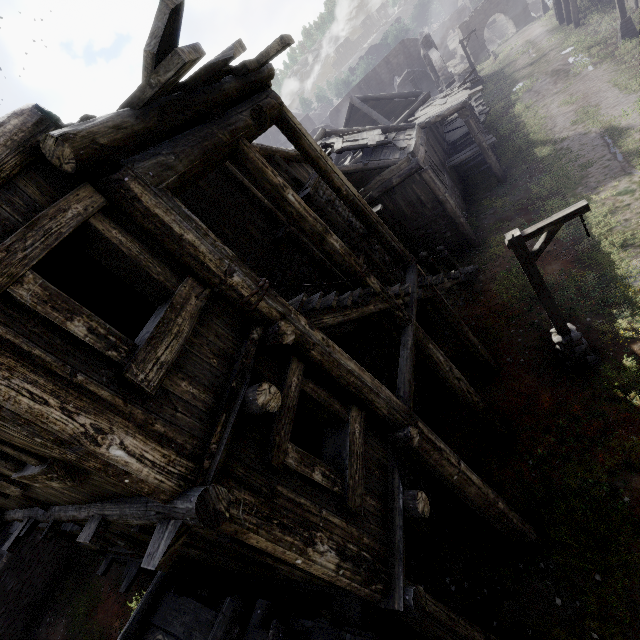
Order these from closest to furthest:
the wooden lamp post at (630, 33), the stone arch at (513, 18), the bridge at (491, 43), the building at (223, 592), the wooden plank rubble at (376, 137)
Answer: the building at (223, 592) → the wooden plank rubble at (376, 137) → the wooden lamp post at (630, 33) → the stone arch at (513, 18) → the bridge at (491, 43)

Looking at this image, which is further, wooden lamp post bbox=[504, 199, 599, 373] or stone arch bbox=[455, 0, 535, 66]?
stone arch bbox=[455, 0, 535, 66]

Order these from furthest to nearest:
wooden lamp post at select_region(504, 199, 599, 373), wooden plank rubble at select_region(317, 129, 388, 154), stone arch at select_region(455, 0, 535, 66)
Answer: stone arch at select_region(455, 0, 535, 66) < wooden plank rubble at select_region(317, 129, 388, 154) < wooden lamp post at select_region(504, 199, 599, 373)

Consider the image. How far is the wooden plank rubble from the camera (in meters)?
14.92

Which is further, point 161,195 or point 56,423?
point 161,195

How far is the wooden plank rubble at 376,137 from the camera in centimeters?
1492cm

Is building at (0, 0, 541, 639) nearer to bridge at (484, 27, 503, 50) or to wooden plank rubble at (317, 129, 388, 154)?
wooden plank rubble at (317, 129, 388, 154)

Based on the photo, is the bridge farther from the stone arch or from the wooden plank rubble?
the wooden plank rubble
